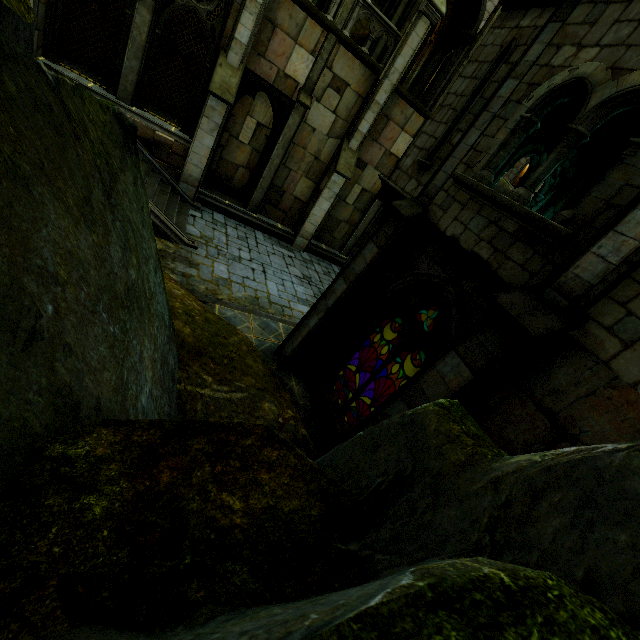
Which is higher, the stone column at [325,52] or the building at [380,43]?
the building at [380,43]

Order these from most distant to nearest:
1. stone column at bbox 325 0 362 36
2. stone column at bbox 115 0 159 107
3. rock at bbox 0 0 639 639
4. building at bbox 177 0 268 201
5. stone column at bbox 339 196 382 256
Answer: stone column at bbox 339 196 382 256
stone column at bbox 325 0 362 36
building at bbox 177 0 268 201
stone column at bbox 115 0 159 107
rock at bbox 0 0 639 639

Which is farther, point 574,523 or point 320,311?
point 320,311

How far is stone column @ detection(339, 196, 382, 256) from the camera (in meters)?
17.81

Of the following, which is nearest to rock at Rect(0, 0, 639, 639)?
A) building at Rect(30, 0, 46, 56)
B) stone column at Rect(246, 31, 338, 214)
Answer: building at Rect(30, 0, 46, 56)

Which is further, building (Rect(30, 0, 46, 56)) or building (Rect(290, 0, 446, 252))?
building (Rect(290, 0, 446, 252))

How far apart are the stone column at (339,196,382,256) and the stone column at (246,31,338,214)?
5.3 meters

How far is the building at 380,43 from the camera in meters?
15.5 m
